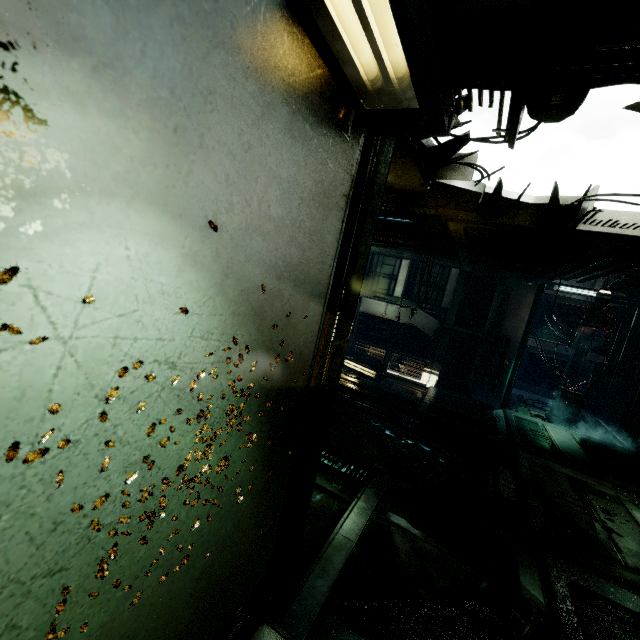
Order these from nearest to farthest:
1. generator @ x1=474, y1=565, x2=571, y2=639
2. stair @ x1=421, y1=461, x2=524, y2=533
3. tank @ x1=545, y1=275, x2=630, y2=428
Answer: generator @ x1=474, y1=565, x2=571, y2=639 → stair @ x1=421, y1=461, x2=524, y2=533 → tank @ x1=545, y1=275, x2=630, y2=428

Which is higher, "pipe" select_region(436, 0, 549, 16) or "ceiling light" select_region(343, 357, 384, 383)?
"pipe" select_region(436, 0, 549, 16)

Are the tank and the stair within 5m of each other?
no

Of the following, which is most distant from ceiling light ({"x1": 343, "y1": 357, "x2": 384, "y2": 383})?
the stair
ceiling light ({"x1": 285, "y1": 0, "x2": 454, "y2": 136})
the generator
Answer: ceiling light ({"x1": 285, "y1": 0, "x2": 454, "y2": 136})

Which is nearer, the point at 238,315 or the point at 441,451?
the point at 238,315

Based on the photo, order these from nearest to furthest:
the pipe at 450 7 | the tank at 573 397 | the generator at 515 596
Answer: the pipe at 450 7, the generator at 515 596, the tank at 573 397

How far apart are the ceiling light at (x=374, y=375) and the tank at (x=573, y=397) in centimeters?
659cm

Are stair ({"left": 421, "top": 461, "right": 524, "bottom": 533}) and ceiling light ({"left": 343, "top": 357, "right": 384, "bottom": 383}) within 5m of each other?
yes
